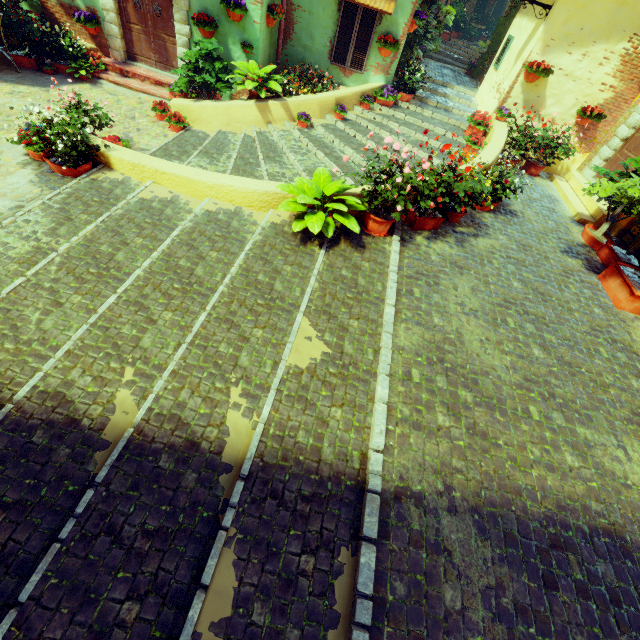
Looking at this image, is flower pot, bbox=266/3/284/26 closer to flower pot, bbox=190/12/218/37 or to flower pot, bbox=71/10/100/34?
flower pot, bbox=190/12/218/37

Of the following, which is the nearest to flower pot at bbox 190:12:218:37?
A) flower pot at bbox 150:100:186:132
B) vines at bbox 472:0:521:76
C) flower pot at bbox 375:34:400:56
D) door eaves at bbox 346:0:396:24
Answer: Answer: flower pot at bbox 150:100:186:132

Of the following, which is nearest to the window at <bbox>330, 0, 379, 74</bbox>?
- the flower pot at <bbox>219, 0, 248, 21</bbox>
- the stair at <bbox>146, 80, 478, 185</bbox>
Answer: the stair at <bbox>146, 80, 478, 185</bbox>

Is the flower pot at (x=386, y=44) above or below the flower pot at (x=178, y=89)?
above

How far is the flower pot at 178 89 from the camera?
6.8m

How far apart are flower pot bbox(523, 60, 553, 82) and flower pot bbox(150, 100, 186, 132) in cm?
782

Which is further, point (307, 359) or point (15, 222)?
point (15, 222)

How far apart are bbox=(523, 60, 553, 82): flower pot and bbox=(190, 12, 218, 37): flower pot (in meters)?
7.05
